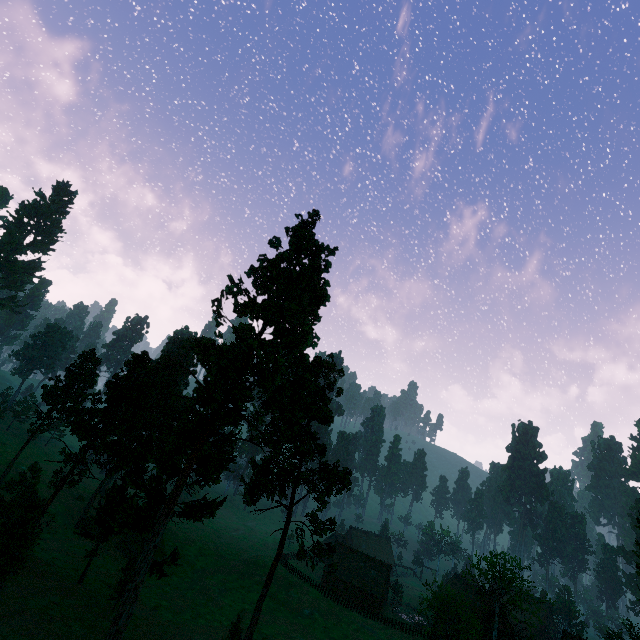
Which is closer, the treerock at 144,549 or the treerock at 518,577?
the treerock at 144,549

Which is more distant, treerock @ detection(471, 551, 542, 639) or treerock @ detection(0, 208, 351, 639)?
treerock @ detection(471, 551, 542, 639)

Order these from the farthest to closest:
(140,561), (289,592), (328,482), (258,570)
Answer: (258,570) < (289,592) < (328,482) < (140,561)
